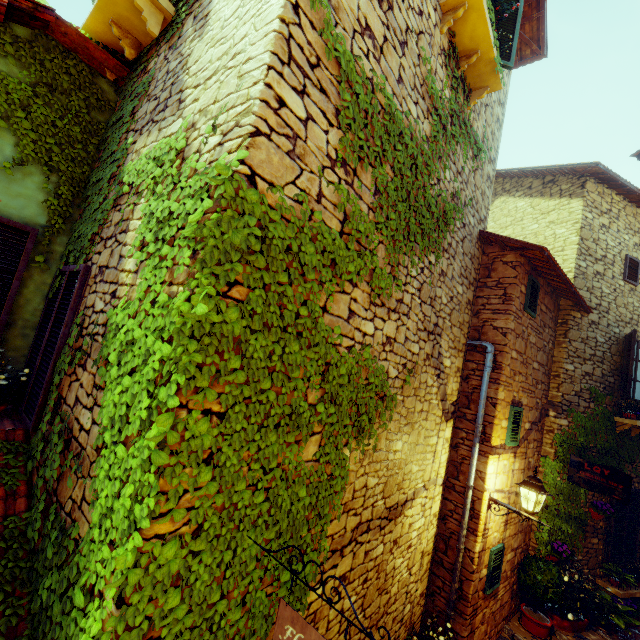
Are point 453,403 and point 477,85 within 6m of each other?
yes

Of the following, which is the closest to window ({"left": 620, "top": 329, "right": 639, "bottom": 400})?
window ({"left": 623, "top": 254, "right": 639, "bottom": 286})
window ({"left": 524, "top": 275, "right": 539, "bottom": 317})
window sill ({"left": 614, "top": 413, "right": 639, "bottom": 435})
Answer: window sill ({"left": 614, "top": 413, "right": 639, "bottom": 435})

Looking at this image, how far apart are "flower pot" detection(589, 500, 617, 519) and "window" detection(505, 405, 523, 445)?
3.3m

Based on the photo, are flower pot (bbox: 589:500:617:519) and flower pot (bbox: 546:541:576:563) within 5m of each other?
yes

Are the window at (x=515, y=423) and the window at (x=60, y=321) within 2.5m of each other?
no

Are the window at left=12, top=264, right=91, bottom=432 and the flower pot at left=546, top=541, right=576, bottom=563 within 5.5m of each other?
no

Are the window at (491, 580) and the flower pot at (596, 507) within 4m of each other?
yes

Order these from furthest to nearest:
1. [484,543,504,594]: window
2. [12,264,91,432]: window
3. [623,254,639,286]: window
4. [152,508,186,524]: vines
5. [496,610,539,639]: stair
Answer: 1. [623,254,639,286]: window
2. [496,610,539,639]: stair
3. [484,543,504,594]: window
4. [12,264,91,432]: window
5. [152,508,186,524]: vines
